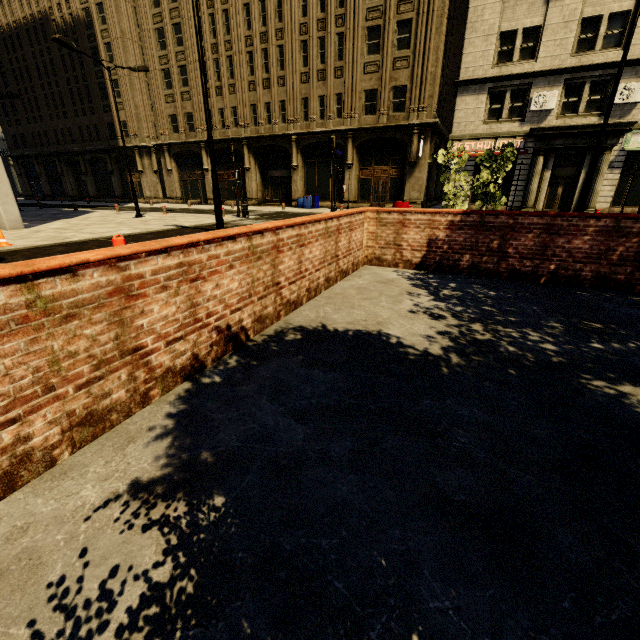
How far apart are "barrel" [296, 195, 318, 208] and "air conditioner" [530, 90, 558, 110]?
15.1m

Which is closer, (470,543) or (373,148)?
(470,543)

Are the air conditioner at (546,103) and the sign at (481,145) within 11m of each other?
yes

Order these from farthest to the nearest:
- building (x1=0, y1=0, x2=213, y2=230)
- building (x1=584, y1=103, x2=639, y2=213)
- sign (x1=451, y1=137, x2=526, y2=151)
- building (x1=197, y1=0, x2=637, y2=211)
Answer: building (x1=0, y1=0, x2=213, y2=230) → sign (x1=451, y1=137, x2=526, y2=151) → building (x1=197, y1=0, x2=637, y2=211) → building (x1=584, y1=103, x2=639, y2=213)

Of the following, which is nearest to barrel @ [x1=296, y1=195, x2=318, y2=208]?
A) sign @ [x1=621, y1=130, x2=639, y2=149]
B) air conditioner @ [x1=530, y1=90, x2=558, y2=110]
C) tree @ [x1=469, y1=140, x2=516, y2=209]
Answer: air conditioner @ [x1=530, y1=90, x2=558, y2=110]

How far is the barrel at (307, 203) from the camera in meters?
26.8

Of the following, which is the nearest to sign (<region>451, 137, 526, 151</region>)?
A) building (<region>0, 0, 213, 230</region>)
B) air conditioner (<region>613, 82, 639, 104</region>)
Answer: building (<region>0, 0, 213, 230</region>)

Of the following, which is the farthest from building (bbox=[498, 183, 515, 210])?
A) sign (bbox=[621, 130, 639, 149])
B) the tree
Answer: the tree
